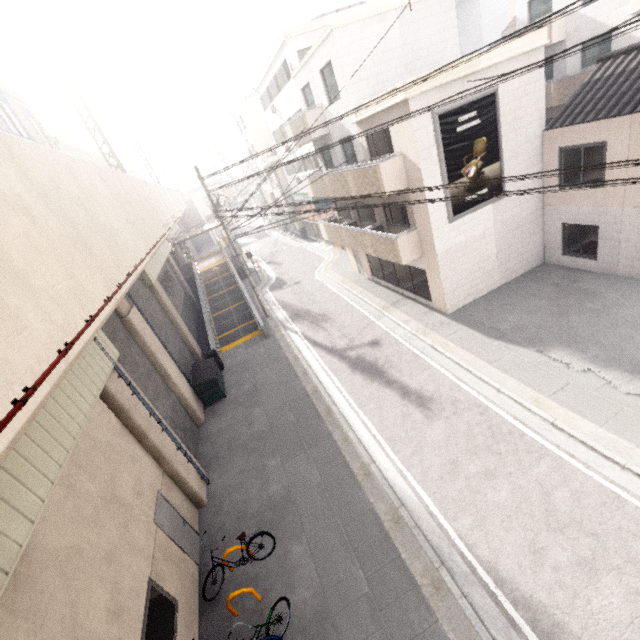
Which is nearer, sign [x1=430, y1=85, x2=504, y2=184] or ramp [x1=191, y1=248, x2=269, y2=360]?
sign [x1=430, y1=85, x2=504, y2=184]

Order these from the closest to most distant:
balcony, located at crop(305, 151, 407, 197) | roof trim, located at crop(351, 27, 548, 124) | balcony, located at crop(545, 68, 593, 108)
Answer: roof trim, located at crop(351, 27, 548, 124)
balcony, located at crop(305, 151, 407, 197)
balcony, located at crop(545, 68, 593, 108)

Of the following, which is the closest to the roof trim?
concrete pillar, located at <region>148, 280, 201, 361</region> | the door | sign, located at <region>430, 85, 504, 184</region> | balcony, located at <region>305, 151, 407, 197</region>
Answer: sign, located at <region>430, 85, 504, 184</region>

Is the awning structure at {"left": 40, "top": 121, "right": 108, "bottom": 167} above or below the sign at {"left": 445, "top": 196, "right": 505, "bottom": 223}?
above

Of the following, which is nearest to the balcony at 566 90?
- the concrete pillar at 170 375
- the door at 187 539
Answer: the concrete pillar at 170 375

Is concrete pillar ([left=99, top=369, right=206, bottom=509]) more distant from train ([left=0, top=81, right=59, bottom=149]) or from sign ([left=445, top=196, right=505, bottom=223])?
sign ([left=445, top=196, right=505, bottom=223])

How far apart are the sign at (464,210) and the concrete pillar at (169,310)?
14.6m

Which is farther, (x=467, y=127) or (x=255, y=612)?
(x=467, y=127)
